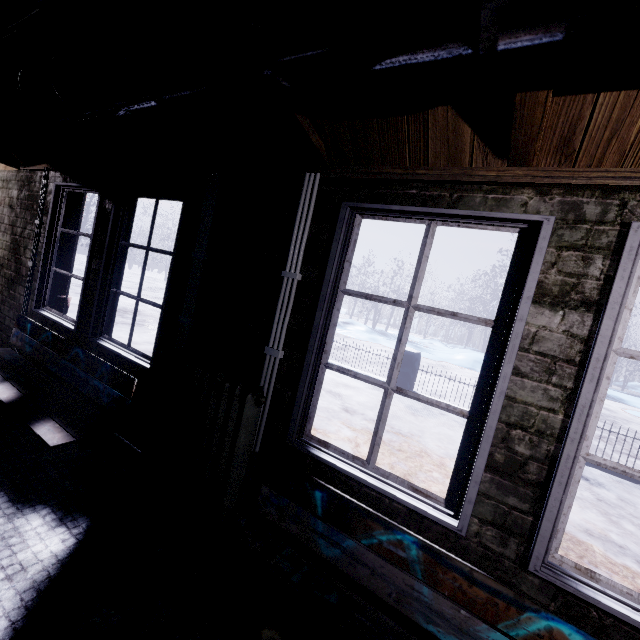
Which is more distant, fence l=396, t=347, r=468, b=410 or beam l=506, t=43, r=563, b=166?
fence l=396, t=347, r=468, b=410

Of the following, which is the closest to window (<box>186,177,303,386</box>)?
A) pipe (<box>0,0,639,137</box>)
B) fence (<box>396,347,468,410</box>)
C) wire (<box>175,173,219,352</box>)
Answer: wire (<box>175,173,219,352</box>)

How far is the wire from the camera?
2.0 meters

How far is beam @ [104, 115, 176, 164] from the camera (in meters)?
1.92

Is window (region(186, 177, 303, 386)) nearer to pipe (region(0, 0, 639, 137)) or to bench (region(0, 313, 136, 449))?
bench (region(0, 313, 136, 449))

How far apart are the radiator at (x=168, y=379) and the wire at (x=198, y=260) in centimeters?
2cm

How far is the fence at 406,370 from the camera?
6.4m

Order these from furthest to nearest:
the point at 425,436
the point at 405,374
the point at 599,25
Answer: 1. the point at 405,374
2. the point at 425,436
3. the point at 599,25
